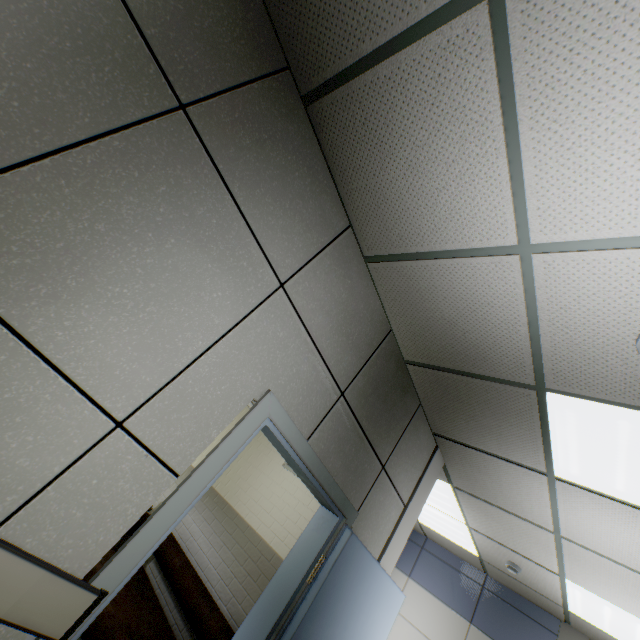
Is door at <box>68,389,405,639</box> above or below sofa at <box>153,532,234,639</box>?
above

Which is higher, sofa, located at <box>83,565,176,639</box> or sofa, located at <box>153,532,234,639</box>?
sofa, located at <box>153,532,234,639</box>

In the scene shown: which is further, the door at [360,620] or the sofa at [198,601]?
the sofa at [198,601]

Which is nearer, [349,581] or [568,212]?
[568,212]

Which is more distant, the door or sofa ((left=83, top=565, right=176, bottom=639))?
sofa ((left=83, top=565, right=176, bottom=639))
